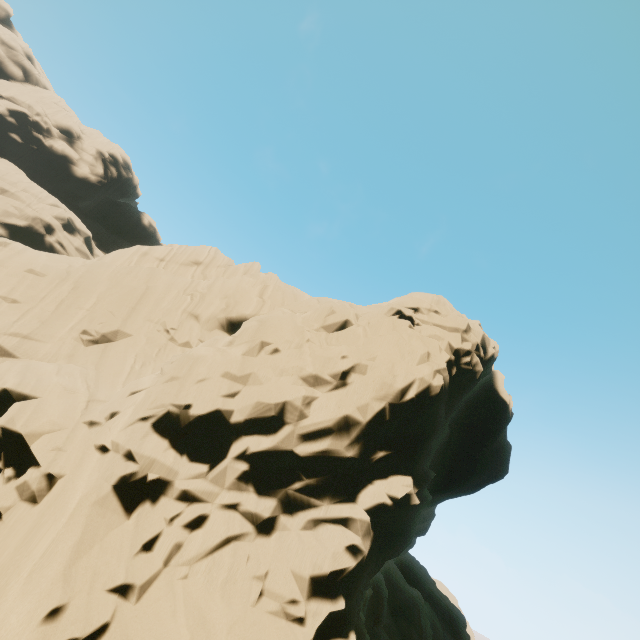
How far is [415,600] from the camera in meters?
28.1 m
